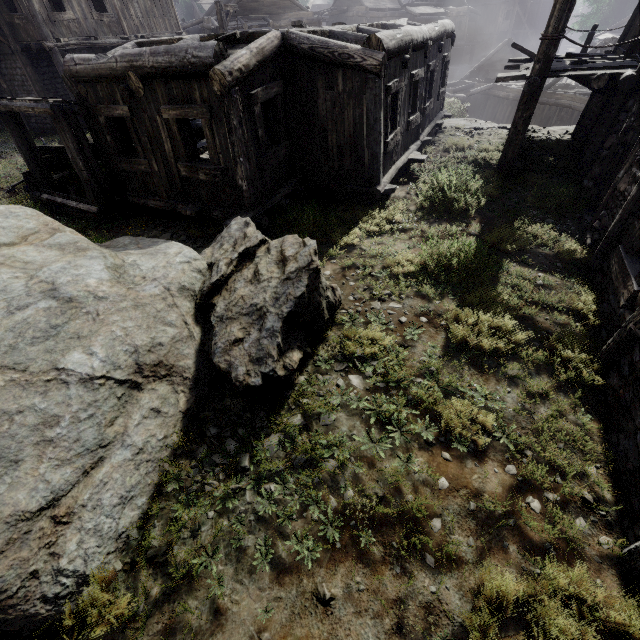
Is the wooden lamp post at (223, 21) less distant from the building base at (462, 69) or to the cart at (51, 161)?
the cart at (51, 161)

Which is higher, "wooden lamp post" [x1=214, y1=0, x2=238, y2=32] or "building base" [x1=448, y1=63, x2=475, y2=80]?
"wooden lamp post" [x1=214, y1=0, x2=238, y2=32]

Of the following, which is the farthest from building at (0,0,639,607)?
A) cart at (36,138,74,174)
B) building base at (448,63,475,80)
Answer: building base at (448,63,475,80)

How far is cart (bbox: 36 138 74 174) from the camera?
10.5 meters

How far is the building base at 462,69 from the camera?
39.8m

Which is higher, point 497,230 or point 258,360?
point 258,360

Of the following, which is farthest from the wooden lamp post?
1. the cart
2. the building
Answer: the cart

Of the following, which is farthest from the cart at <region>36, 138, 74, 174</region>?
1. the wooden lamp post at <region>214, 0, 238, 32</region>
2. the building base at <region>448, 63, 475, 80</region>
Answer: the building base at <region>448, 63, 475, 80</region>
